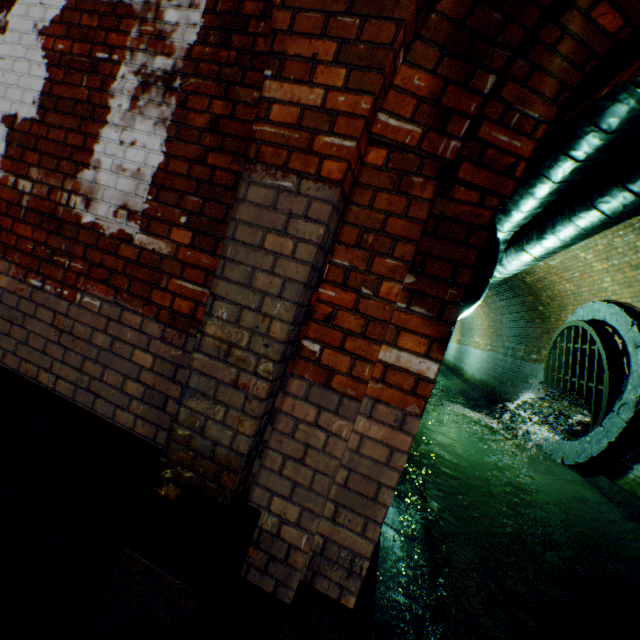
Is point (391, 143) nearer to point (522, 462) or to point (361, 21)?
point (361, 21)

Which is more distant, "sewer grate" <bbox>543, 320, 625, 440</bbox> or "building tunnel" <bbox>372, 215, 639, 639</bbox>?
"sewer grate" <bbox>543, 320, 625, 440</bbox>

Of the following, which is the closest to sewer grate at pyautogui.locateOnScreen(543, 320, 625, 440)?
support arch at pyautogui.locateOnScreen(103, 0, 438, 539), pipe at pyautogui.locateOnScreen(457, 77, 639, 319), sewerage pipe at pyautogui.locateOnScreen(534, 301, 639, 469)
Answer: sewerage pipe at pyautogui.locateOnScreen(534, 301, 639, 469)

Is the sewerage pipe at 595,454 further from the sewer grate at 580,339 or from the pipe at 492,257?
the pipe at 492,257

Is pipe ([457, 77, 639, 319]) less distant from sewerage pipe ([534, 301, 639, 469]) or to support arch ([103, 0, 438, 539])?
support arch ([103, 0, 438, 539])

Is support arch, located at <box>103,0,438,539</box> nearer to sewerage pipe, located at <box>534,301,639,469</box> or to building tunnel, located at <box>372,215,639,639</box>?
building tunnel, located at <box>372,215,639,639</box>

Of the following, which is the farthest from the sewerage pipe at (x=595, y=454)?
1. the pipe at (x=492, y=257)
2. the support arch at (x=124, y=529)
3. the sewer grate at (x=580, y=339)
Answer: the support arch at (x=124, y=529)

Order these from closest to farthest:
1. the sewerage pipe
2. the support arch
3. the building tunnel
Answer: the support arch → the building tunnel → the sewerage pipe
